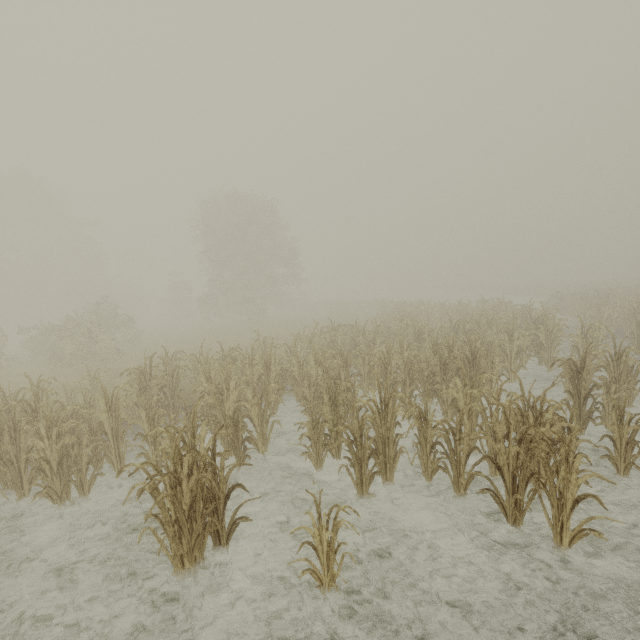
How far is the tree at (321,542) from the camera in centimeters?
349cm

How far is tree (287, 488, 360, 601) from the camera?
3.5 meters

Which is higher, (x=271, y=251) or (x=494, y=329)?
(x=271, y=251)
